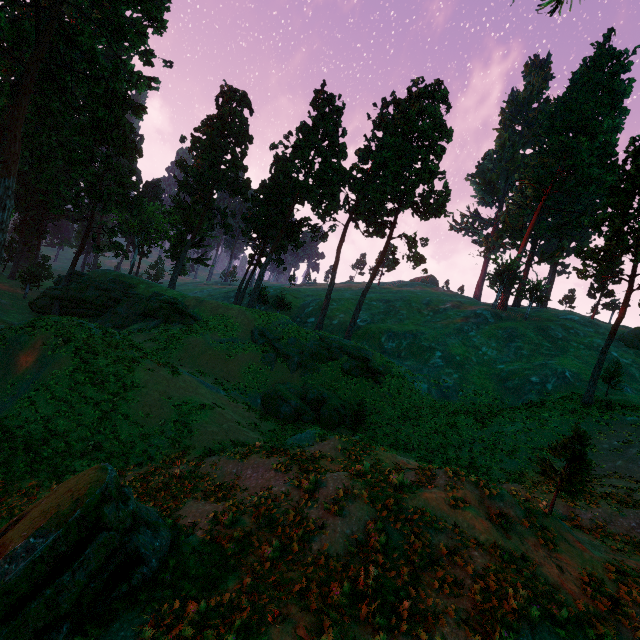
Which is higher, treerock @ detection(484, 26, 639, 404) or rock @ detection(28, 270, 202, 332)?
treerock @ detection(484, 26, 639, 404)

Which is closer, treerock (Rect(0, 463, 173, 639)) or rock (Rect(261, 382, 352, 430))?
treerock (Rect(0, 463, 173, 639))

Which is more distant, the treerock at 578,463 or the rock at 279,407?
the rock at 279,407

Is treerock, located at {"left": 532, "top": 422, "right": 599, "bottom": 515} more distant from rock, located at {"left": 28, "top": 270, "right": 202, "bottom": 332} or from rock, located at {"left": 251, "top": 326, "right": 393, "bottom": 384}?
rock, located at {"left": 251, "top": 326, "right": 393, "bottom": 384}

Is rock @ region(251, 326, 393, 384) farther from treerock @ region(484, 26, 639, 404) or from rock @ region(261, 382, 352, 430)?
treerock @ region(484, 26, 639, 404)

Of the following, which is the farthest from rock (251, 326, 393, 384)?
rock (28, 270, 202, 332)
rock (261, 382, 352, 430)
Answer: rock (28, 270, 202, 332)

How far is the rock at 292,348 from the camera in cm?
3272

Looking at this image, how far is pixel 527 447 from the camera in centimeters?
2417cm
